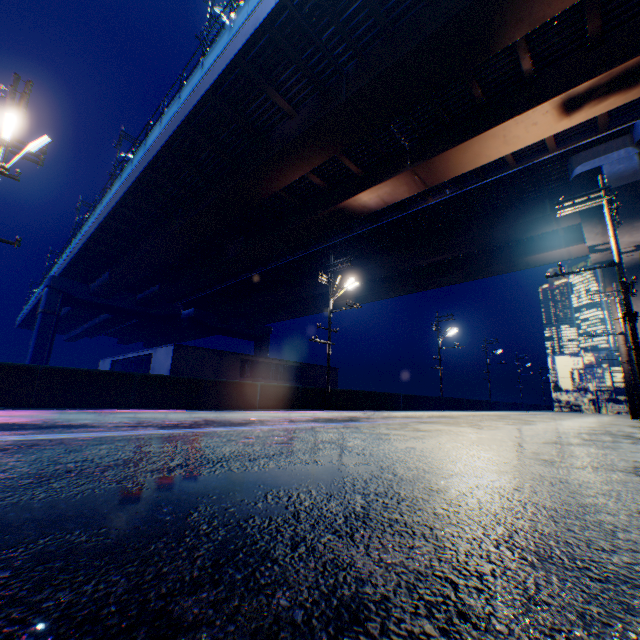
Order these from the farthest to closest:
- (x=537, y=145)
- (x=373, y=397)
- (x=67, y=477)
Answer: (x=373, y=397) < (x=537, y=145) < (x=67, y=477)

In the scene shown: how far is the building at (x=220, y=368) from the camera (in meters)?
23.89

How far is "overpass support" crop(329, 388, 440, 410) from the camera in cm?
2002

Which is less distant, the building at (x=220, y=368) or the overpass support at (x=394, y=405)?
the overpass support at (x=394, y=405)

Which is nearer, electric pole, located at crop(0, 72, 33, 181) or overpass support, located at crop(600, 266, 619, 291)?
electric pole, located at crop(0, 72, 33, 181)

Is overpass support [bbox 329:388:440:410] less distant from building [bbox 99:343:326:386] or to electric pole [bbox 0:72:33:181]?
electric pole [bbox 0:72:33:181]

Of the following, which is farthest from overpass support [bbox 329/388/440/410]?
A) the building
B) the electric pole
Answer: the building
